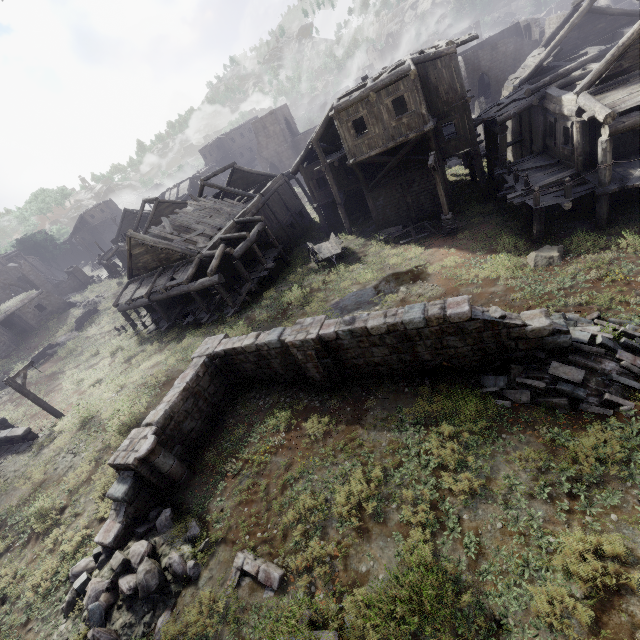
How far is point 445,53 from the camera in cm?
1762

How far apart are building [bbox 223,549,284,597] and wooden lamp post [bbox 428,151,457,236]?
17.3m

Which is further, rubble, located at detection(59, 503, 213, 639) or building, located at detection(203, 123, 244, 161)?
building, located at detection(203, 123, 244, 161)

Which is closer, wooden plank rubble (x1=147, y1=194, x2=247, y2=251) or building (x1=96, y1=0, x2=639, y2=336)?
building (x1=96, y1=0, x2=639, y2=336)

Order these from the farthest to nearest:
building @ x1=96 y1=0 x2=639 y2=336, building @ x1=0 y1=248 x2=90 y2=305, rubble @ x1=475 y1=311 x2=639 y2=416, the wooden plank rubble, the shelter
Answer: building @ x1=0 y1=248 x2=90 y2=305 → the shelter → the wooden plank rubble → building @ x1=96 y1=0 x2=639 y2=336 → rubble @ x1=475 y1=311 x2=639 y2=416

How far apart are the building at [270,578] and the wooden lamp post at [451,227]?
17.3 meters

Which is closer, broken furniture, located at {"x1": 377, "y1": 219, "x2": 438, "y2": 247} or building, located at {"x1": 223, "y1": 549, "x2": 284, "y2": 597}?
building, located at {"x1": 223, "y1": 549, "x2": 284, "y2": 597}

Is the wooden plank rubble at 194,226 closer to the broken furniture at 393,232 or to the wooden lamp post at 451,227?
the broken furniture at 393,232
